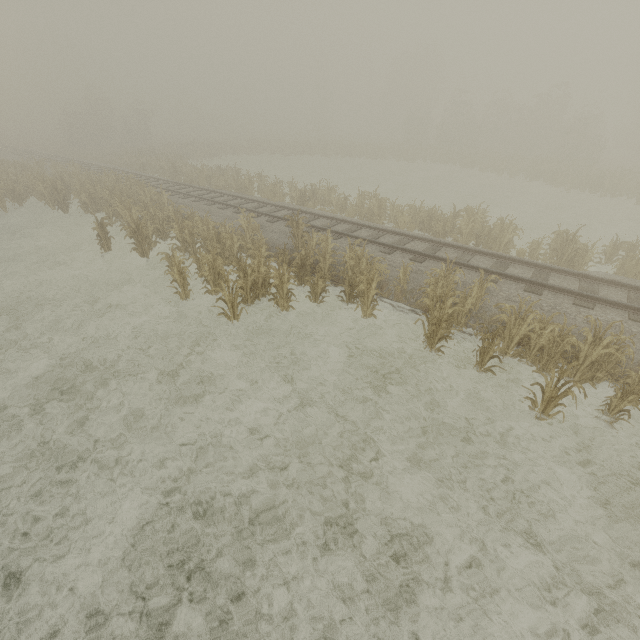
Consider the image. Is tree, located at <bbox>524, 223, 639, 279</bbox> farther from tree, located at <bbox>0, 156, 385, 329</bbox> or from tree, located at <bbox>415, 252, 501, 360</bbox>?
tree, located at <bbox>0, 156, 385, 329</bbox>

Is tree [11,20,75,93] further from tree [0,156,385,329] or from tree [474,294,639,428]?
tree [474,294,639,428]

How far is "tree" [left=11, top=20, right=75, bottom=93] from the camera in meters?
57.2 m

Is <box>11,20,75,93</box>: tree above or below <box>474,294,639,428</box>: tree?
above

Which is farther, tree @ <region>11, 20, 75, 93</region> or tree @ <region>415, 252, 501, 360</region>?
tree @ <region>11, 20, 75, 93</region>

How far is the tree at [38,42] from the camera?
57.2 meters

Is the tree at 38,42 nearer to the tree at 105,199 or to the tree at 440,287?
the tree at 105,199

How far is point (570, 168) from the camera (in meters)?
27.11
